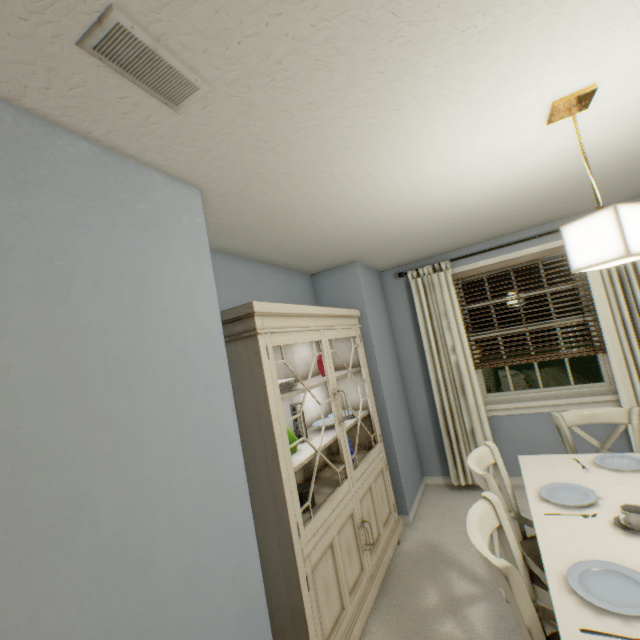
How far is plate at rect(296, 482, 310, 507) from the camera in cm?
191

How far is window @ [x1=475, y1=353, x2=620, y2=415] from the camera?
3.0m

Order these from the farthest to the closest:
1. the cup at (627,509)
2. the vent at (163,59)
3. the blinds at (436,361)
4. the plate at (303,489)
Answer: the blinds at (436,361) → the plate at (303,489) → the cup at (627,509) → the vent at (163,59)

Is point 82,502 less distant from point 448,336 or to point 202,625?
point 202,625

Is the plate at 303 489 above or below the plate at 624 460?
above

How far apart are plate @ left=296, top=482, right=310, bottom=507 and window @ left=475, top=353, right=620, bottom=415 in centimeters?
219cm

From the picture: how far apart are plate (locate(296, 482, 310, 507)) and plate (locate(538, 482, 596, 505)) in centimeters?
127cm

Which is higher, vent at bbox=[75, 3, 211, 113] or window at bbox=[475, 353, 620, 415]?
A: vent at bbox=[75, 3, 211, 113]
